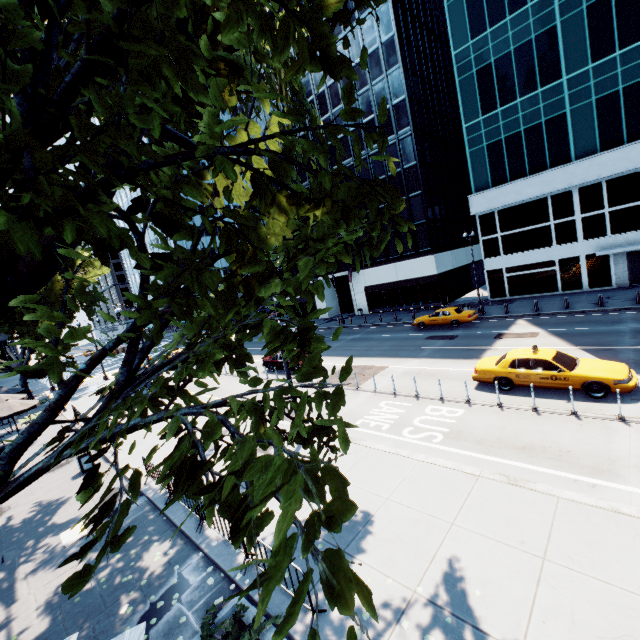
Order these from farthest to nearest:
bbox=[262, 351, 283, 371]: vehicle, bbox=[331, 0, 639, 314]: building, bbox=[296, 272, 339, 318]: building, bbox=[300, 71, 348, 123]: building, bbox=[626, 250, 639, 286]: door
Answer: bbox=[296, 272, 339, 318]: building, bbox=[300, 71, 348, 123]: building, bbox=[626, 250, 639, 286]: door, bbox=[331, 0, 639, 314]: building, bbox=[262, 351, 283, 371]: vehicle

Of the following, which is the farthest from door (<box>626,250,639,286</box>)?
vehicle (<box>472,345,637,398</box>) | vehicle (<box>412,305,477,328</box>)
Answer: vehicle (<box>472,345,637,398</box>)

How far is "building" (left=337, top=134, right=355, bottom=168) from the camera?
39.2m

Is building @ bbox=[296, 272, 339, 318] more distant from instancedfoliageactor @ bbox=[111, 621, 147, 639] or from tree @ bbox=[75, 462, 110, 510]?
instancedfoliageactor @ bbox=[111, 621, 147, 639]

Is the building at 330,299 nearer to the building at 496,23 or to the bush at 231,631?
the building at 496,23

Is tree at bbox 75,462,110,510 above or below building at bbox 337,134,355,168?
below

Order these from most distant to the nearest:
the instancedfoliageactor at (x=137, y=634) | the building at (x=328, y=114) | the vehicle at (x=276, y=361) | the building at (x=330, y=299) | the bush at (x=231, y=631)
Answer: the building at (x=330, y=299) → the building at (x=328, y=114) → the vehicle at (x=276, y=361) → the instancedfoliageactor at (x=137, y=634) → the bush at (x=231, y=631)

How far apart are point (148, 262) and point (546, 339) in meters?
21.6 m
